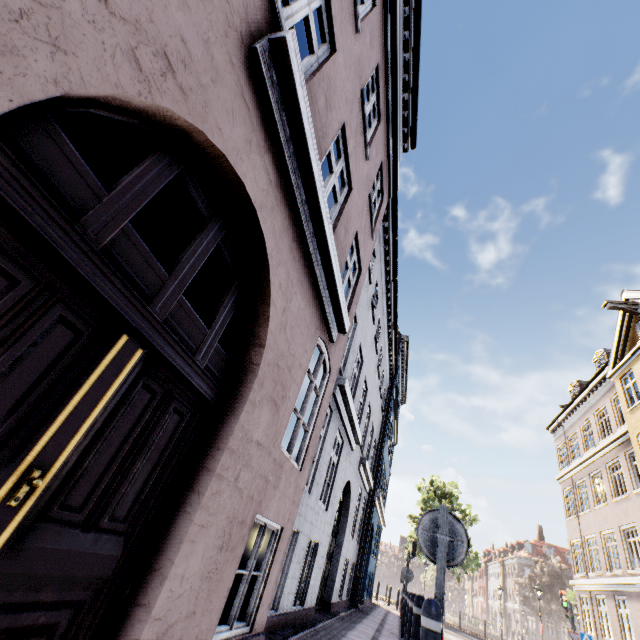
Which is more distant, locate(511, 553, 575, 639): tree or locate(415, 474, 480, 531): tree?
locate(511, 553, 575, 639): tree

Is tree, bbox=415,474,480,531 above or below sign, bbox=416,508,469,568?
above

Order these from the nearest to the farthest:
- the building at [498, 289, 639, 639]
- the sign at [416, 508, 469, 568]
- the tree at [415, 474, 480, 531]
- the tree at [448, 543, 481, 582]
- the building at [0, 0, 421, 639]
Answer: the building at [0, 0, 421, 639]
the sign at [416, 508, 469, 568]
the building at [498, 289, 639, 639]
the tree at [448, 543, 481, 582]
the tree at [415, 474, 480, 531]

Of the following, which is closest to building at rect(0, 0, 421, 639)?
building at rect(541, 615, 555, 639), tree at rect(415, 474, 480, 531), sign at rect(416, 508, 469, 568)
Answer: sign at rect(416, 508, 469, 568)

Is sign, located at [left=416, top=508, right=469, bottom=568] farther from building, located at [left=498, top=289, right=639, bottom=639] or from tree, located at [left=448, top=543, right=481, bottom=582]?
tree, located at [left=448, top=543, right=481, bottom=582]

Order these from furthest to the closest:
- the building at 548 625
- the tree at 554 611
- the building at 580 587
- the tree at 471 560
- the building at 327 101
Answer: the building at 548 625, the tree at 554 611, the tree at 471 560, the building at 580 587, the building at 327 101

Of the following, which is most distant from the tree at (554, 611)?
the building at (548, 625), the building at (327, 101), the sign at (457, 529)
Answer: the sign at (457, 529)

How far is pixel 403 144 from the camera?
11.2 meters
